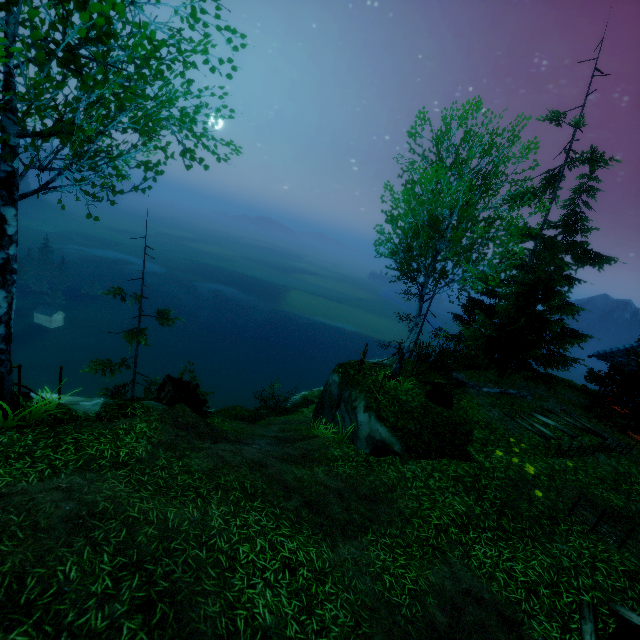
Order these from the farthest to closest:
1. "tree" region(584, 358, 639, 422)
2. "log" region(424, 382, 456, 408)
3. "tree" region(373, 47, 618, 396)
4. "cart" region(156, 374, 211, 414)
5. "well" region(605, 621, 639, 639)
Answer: "log" region(424, 382, 456, 408) < "cart" region(156, 374, 211, 414) < "tree" region(373, 47, 618, 396) < "tree" region(584, 358, 639, 422) < "well" region(605, 621, 639, 639)

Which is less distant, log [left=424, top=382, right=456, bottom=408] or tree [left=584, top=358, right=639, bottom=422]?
tree [left=584, top=358, right=639, bottom=422]

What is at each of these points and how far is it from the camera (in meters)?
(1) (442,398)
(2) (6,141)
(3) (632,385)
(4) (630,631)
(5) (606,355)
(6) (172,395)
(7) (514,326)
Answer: (1) log, 12.64
(2) tree, 5.46
(3) tree, 9.03
(4) well, 5.80
(5) building, 15.52
(6) cart, 11.81
(7) tree, 14.95

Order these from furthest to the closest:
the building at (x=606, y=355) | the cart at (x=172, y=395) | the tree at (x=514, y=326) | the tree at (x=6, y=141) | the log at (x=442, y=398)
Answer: the building at (x=606, y=355) < the log at (x=442, y=398) < the cart at (x=172, y=395) < the tree at (x=514, y=326) < the tree at (x=6, y=141)

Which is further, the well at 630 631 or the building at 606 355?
the building at 606 355

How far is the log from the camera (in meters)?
12.61

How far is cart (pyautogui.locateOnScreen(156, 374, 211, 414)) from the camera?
11.9 meters

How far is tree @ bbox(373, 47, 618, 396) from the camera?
10.5m
